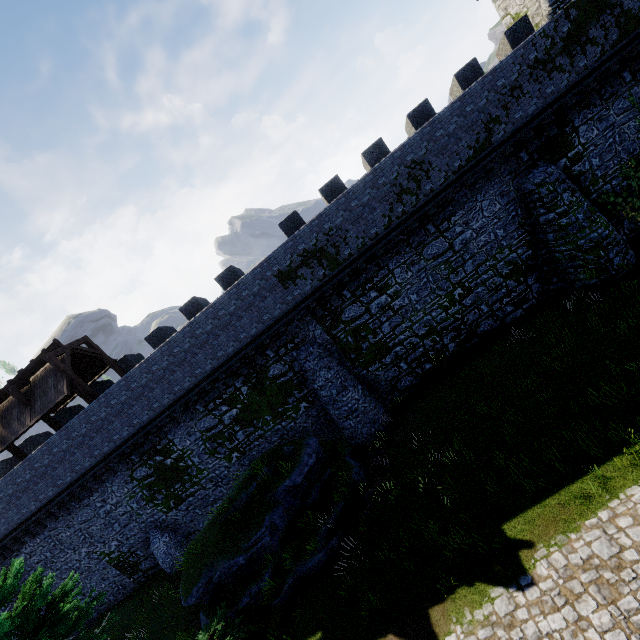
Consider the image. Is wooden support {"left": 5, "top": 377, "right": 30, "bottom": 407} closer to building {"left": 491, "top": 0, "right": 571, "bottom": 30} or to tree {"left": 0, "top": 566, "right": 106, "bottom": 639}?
tree {"left": 0, "top": 566, "right": 106, "bottom": 639}

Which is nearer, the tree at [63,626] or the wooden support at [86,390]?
the tree at [63,626]

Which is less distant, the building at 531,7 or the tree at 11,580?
the tree at 11,580

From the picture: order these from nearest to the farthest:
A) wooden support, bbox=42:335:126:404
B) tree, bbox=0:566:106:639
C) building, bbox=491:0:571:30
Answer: tree, bbox=0:566:106:639 → building, bbox=491:0:571:30 → wooden support, bbox=42:335:126:404

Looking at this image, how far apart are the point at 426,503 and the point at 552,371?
7.0 meters

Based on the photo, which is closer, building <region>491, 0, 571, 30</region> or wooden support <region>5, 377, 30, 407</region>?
building <region>491, 0, 571, 30</region>

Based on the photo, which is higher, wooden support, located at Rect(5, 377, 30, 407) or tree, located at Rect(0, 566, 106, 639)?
wooden support, located at Rect(5, 377, 30, 407)

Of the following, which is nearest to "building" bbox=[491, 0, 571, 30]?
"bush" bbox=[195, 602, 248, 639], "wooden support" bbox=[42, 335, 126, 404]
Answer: "bush" bbox=[195, 602, 248, 639]
